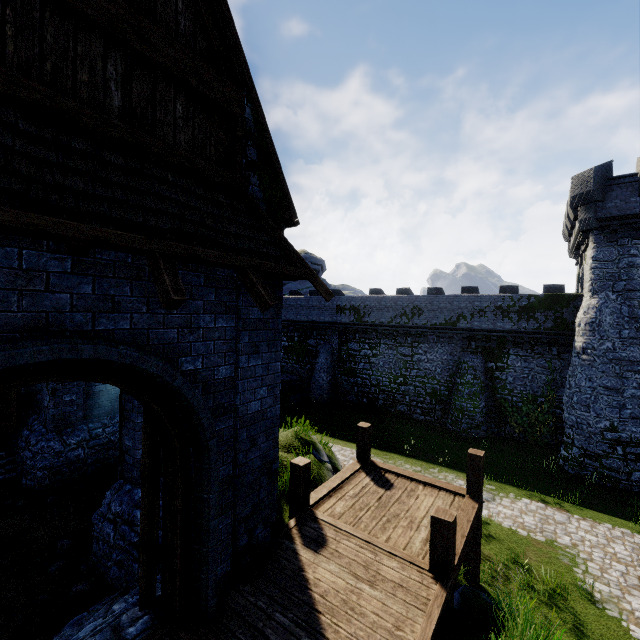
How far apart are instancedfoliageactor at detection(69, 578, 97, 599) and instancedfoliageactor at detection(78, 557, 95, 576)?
0.2 meters

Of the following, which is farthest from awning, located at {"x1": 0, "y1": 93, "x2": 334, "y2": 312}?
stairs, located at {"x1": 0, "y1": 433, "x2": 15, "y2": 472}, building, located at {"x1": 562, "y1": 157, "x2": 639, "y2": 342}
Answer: building, located at {"x1": 562, "y1": 157, "x2": 639, "y2": 342}

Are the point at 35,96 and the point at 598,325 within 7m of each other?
no

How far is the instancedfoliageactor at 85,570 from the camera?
6.3m

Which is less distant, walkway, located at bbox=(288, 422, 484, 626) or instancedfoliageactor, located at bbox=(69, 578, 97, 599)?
walkway, located at bbox=(288, 422, 484, 626)

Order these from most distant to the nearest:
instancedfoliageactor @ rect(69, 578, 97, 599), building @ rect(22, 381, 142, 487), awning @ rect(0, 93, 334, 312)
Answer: building @ rect(22, 381, 142, 487) < instancedfoliageactor @ rect(69, 578, 97, 599) < awning @ rect(0, 93, 334, 312)

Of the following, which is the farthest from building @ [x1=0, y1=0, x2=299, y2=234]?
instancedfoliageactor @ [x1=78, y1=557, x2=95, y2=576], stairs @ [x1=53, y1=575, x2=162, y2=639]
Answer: instancedfoliageactor @ [x1=78, y1=557, x2=95, y2=576]

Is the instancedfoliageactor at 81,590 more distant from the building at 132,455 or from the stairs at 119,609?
the building at 132,455
